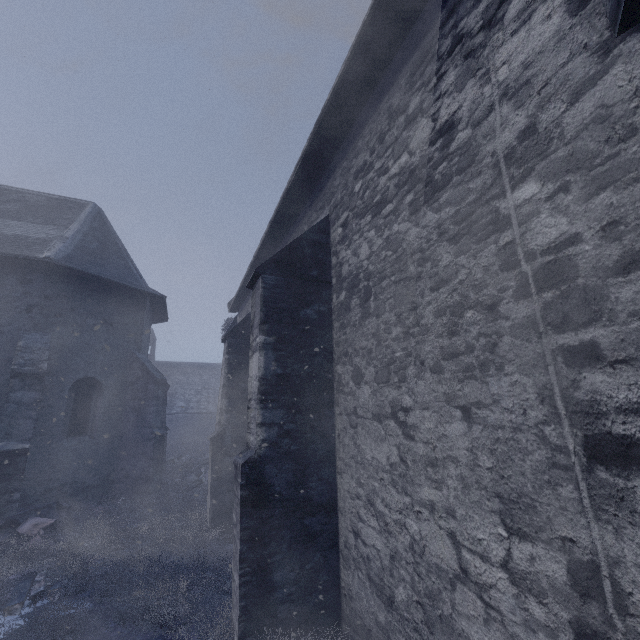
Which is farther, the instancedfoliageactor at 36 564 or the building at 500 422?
the instancedfoliageactor at 36 564

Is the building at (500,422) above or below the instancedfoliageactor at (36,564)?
above

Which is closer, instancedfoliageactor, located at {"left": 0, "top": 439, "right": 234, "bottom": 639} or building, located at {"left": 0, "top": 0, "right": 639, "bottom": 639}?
building, located at {"left": 0, "top": 0, "right": 639, "bottom": 639}

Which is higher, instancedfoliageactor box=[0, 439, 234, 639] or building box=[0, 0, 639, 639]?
building box=[0, 0, 639, 639]

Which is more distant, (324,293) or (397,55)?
(324,293)
